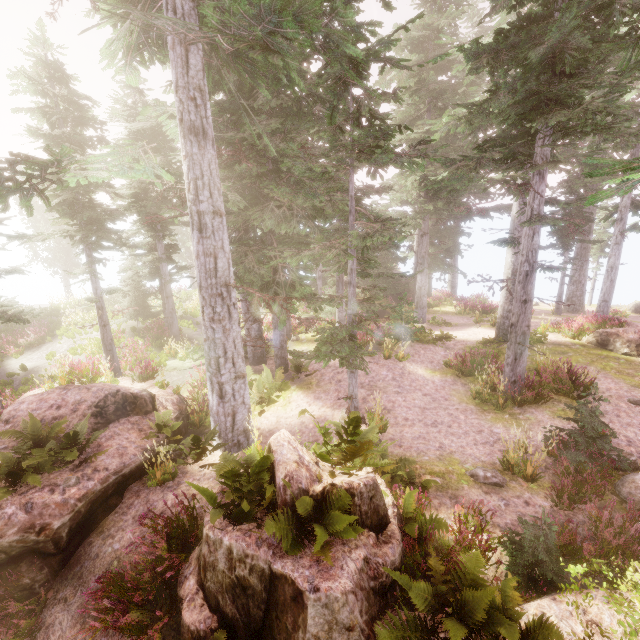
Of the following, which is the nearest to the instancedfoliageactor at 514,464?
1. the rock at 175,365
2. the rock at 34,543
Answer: the rock at 34,543

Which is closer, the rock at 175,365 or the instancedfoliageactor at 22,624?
the instancedfoliageactor at 22,624

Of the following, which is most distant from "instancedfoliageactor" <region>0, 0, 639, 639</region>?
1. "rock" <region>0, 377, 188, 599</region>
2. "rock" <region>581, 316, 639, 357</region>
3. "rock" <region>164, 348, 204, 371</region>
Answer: "rock" <region>164, 348, 204, 371</region>

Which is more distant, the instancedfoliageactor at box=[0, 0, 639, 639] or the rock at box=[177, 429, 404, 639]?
the instancedfoliageactor at box=[0, 0, 639, 639]

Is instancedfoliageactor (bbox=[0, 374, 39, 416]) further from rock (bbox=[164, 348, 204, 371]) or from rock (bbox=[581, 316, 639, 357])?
rock (bbox=[164, 348, 204, 371])

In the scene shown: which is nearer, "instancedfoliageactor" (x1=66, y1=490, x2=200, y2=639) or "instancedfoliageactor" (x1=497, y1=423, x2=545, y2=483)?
"instancedfoliageactor" (x1=66, y1=490, x2=200, y2=639)

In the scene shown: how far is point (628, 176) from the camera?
2.0m
